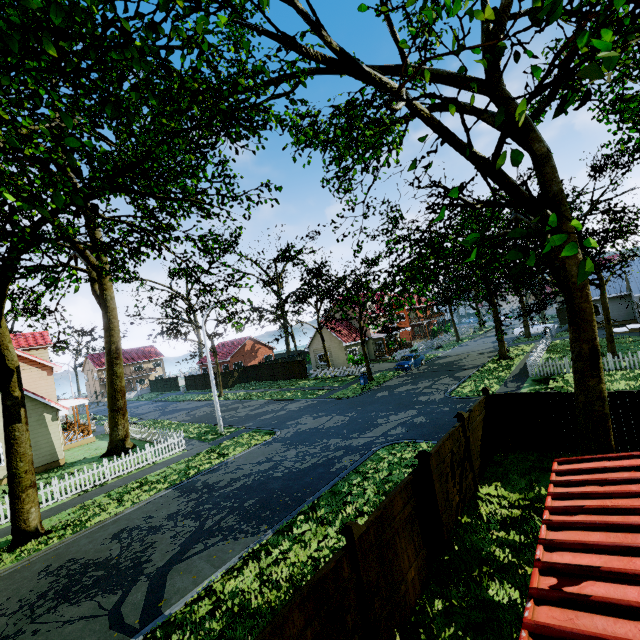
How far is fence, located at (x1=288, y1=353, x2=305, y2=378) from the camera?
39.0m

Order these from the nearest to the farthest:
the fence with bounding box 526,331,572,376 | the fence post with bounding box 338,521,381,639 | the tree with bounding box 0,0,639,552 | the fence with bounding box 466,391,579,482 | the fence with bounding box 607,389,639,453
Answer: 1. the tree with bounding box 0,0,639,552
2. the fence post with bounding box 338,521,381,639
3. the fence with bounding box 607,389,639,453
4. the fence with bounding box 466,391,579,482
5. the fence with bounding box 526,331,572,376

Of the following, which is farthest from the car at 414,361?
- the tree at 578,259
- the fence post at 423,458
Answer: the fence post at 423,458

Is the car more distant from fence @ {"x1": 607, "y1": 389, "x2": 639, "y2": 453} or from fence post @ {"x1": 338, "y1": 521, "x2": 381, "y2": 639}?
fence post @ {"x1": 338, "y1": 521, "x2": 381, "y2": 639}

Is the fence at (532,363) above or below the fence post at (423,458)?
below

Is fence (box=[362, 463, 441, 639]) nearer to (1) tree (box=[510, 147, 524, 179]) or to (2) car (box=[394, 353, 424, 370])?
(1) tree (box=[510, 147, 524, 179])

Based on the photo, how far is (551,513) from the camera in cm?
253
